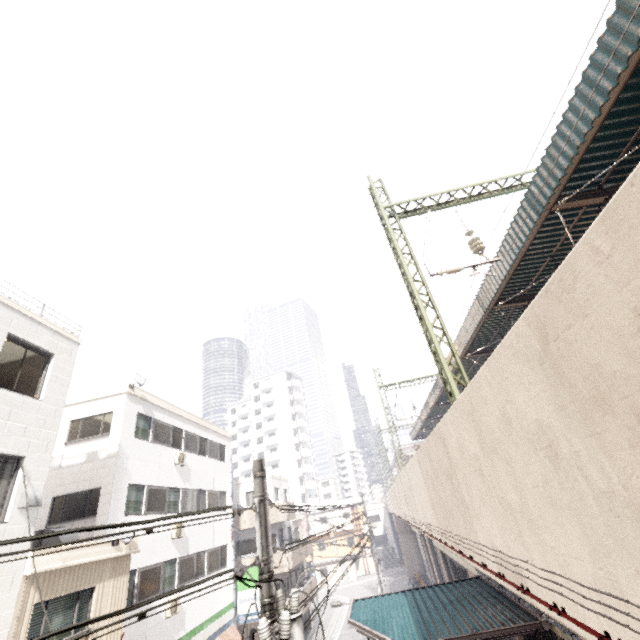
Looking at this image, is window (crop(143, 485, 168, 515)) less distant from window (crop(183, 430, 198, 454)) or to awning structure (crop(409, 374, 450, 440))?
window (crop(183, 430, 198, 454))

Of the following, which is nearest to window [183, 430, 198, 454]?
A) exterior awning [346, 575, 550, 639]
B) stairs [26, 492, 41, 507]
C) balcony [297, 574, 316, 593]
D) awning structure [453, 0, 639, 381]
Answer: stairs [26, 492, 41, 507]

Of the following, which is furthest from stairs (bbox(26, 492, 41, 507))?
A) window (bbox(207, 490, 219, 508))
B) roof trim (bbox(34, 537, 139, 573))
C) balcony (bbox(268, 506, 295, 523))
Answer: balcony (bbox(268, 506, 295, 523))

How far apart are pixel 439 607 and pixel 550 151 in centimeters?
1380cm

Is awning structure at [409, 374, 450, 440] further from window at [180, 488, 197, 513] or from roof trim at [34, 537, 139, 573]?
window at [180, 488, 197, 513]

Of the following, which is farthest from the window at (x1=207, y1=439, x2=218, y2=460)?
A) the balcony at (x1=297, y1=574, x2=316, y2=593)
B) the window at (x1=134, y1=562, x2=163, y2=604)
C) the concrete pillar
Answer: the concrete pillar

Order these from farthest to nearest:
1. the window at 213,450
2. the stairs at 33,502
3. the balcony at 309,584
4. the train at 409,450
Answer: the train at 409,450 → the balcony at 309,584 → the window at 213,450 → the stairs at 33,502

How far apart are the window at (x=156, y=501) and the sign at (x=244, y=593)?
8.51m
